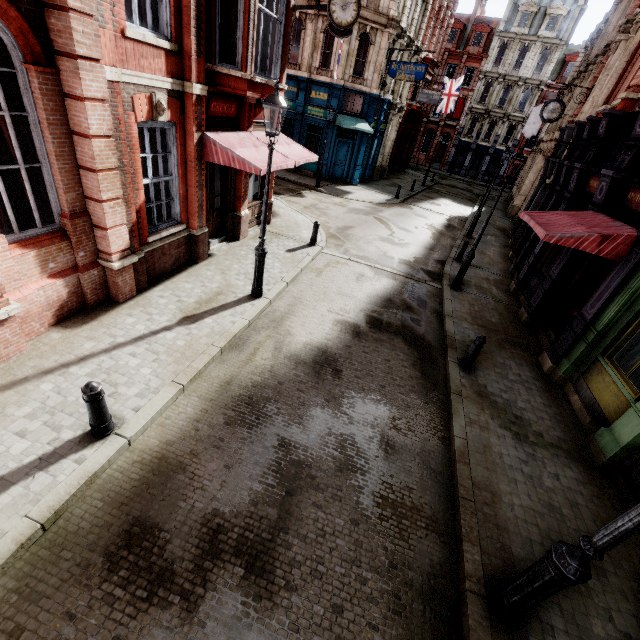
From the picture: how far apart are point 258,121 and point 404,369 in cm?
954

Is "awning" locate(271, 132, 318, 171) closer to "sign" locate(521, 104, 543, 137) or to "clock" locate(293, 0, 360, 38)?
"clock" locate(293, 0, 360, 38)

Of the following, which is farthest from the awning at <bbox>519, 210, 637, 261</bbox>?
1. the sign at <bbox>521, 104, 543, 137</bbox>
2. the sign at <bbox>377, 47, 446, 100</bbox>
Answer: the sign at <bbox>521, 104, 543, 137</bbox>

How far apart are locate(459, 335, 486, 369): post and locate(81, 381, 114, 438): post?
7.4 meters

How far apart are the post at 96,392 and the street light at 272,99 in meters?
4.7

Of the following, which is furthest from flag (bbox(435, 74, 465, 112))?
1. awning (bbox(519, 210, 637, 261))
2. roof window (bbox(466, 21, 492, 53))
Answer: awning (bbox(519, 210, 637, 261))

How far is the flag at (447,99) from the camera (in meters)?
31.59

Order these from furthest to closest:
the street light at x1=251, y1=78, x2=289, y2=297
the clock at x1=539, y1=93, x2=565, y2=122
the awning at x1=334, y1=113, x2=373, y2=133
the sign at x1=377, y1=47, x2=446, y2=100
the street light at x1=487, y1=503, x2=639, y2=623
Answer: the awning at x1=334, y1=113, x2=373, y2=133
the sign at x1=377, y1=47, x2=446, y2=100
the clock at x1=539, y1=93, x2=565, y2=122
the street light at x1=251, y1=78, x2=289, y2=297
the street light at x1=487, y1=503, x2=639, y2=623
